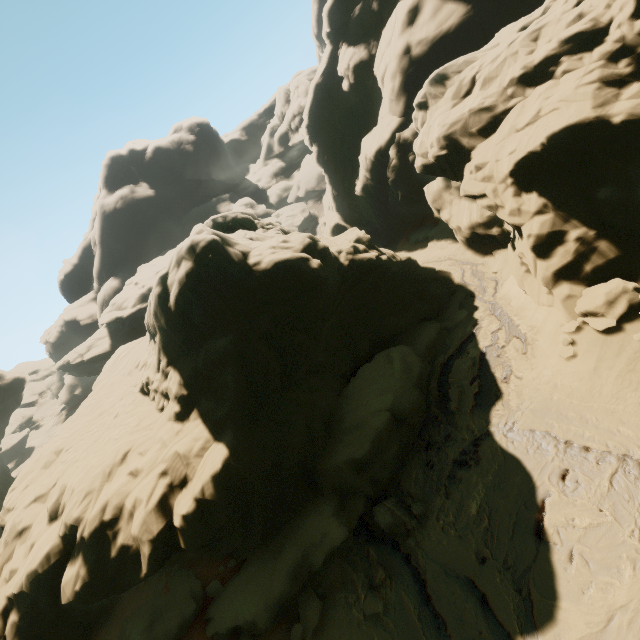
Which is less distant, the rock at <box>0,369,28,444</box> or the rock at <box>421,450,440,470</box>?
the rock at <box>421,450,440,470</box>

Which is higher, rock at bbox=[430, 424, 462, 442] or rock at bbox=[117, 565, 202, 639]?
rock at bbox=[117, 565, 202, 639]

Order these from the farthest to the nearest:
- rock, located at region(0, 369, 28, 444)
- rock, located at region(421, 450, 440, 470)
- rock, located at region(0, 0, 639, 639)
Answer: rock, located at region(0, 369, 28, 444) < rock, located at region(421, 450, 440, 470) < rock, located at region(0, 0, 639, 639)

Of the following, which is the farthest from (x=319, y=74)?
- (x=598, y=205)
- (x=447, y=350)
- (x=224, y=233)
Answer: (x=447, y=350)

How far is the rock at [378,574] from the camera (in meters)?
9.39

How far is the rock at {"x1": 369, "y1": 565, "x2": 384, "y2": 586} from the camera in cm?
939
